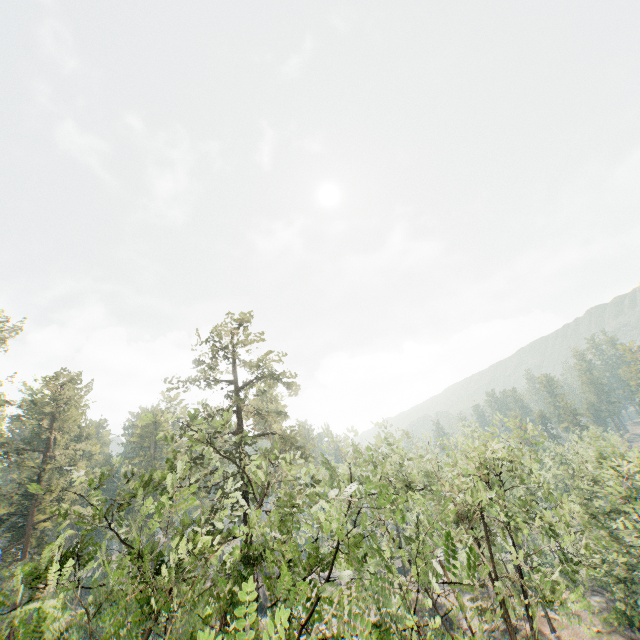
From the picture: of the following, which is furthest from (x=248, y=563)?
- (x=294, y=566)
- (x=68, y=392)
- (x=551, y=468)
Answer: (x=551, y=468)
